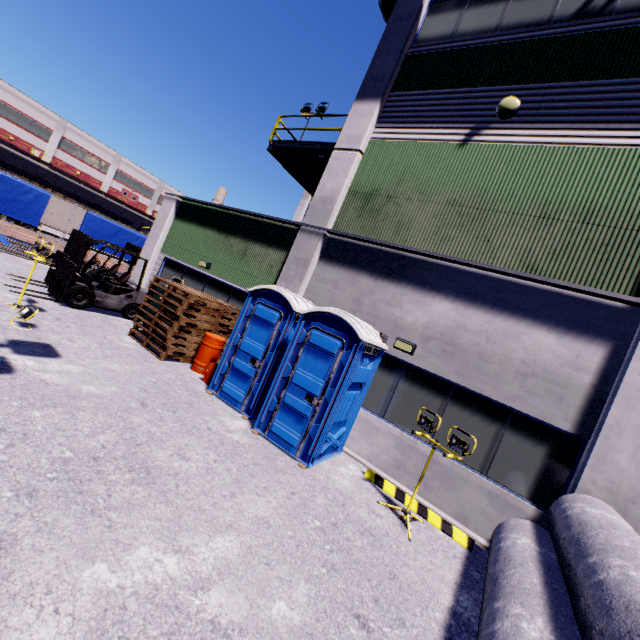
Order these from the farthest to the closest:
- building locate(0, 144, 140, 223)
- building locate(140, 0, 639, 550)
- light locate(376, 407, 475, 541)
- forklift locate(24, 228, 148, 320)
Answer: building locate(0, 144, 140, 223), forklift locate(24, 228, 148, 320), building locate(140, 0, 639, 550), light locate(376, 407, 475, 541)

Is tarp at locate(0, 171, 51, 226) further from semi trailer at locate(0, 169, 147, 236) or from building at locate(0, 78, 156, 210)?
building at locate(0, 78, 156, 210)

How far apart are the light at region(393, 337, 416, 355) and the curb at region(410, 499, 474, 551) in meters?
2.6 m

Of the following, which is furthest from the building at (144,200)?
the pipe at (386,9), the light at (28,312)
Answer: the light at (28,312)

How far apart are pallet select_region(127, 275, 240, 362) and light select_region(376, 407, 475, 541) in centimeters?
620cm

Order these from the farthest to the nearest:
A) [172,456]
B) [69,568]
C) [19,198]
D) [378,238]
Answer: [19,198] → [378,238] → [172,456] → [69,568]

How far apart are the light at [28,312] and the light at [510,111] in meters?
10.8 m

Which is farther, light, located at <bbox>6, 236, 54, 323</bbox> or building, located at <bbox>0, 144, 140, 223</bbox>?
building, located at <bbox>0, 144, 140, 223</bbox>
